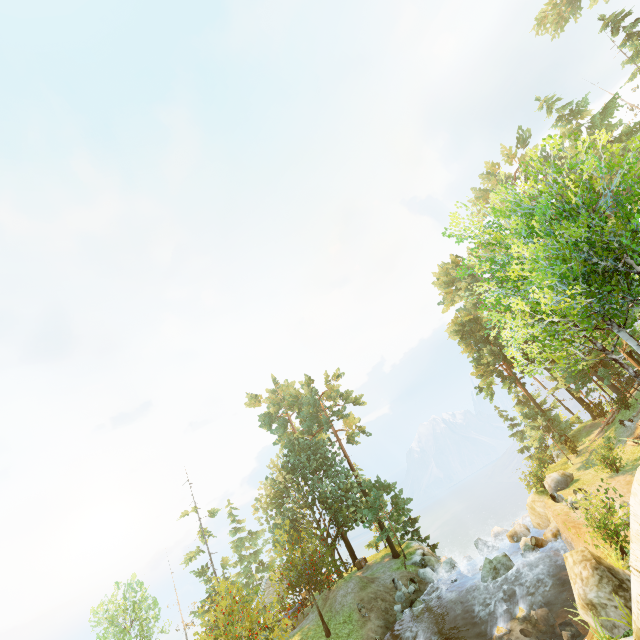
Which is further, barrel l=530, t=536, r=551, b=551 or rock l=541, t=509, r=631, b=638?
barrel l=530, t=536, r=551, b=551

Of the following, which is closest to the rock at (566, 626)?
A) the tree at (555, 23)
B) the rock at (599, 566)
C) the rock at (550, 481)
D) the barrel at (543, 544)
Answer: the rock at (550, 481)

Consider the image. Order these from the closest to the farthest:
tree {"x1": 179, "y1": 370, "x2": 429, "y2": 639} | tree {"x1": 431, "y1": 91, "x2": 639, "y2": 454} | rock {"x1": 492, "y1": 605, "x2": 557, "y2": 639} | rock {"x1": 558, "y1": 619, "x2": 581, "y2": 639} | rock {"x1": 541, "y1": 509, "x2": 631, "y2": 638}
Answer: tree {"x1": 431, "y1": 91, "x2": 639, "y2": 454} < rock {"x1": 541, "y1": 509, "x2": 631, "y2": 638} < rock {"x1": 558, "y1": 619, "x2": 581, "y2": 639} < rock {"x1": 492, "y1": 605, "x2": 557, "y2": 639} < tree {"x1": 179, "y1": 370, "x2": 429, "y2": 639}

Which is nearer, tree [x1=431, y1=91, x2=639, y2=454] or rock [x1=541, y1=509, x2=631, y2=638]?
tree [x1=431, y1=91, x2=639, y2=454]

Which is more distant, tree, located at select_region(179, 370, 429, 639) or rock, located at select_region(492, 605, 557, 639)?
tree, located at select_region(179, 370, 429, 639)

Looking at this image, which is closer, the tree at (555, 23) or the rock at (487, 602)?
the rock at (487, 602)

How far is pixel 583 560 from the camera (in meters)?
12.37

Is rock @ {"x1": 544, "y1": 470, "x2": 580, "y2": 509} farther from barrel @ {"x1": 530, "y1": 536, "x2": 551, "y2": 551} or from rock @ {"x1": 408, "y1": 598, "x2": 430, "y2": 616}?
rock @ {"x1": 408, "y1": 598, "x2": 430, "y2": 616}
